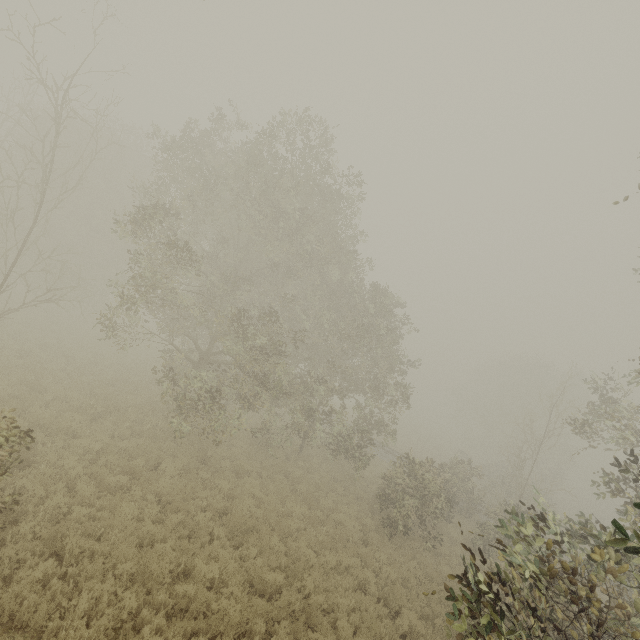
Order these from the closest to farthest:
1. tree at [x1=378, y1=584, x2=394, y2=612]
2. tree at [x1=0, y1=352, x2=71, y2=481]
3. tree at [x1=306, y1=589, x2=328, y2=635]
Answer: tree at [x1=0, y1=352, x2=71, y2=481] → tree at [x1=306, y1=589, x2=328, y2=635] → tree at [x1=378, y1=584, x2=394, y2=612]

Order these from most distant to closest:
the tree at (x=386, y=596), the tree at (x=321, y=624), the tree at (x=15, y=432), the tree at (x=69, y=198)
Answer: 1. the tree at (x=386, y=596)
2. the tree at (x=321, y=624)
3. the tree at (x=69, y=198)
4. the tree at (x=15, y=432)

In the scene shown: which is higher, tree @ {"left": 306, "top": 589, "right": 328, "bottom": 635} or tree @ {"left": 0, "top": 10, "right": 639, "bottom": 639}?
tree @ {"left": 0, "top": 10, "right": 639, "bottom": 639}

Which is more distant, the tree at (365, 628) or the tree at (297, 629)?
the tree at (365, 628)

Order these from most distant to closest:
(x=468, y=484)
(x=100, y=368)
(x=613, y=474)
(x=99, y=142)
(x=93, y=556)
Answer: (x=99, y=142) → (x=468, y=484) → (x=100, y=368) → (x=613, y=474) → (x=93, y=556)

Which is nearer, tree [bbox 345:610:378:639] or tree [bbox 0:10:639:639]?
tree [bbox 0:10:639:639]
